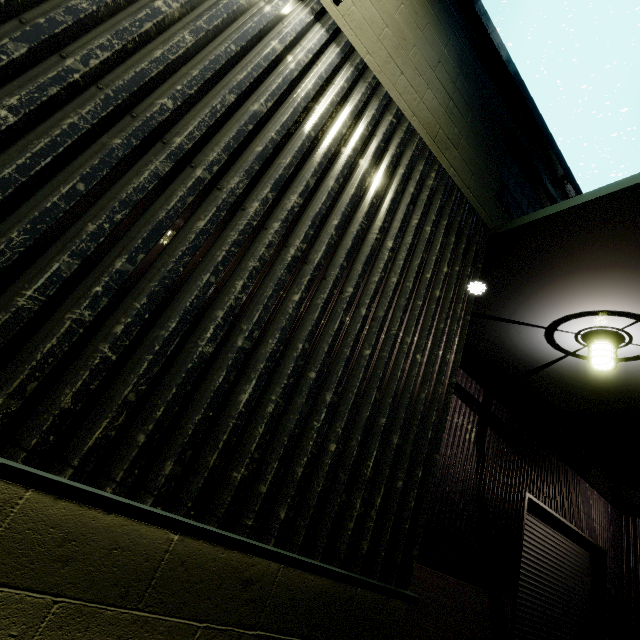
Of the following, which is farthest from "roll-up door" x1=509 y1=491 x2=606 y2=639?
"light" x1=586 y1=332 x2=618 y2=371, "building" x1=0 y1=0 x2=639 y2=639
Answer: "light" x1=586 y1=332 x2=618 y2=371

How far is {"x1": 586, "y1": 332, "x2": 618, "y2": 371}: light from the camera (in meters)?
3.94

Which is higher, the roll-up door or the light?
the light

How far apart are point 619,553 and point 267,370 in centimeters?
1415cm

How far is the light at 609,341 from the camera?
3.9 meters

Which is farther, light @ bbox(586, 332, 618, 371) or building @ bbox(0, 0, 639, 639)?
light @ bbox(586, 332, 618, 371)

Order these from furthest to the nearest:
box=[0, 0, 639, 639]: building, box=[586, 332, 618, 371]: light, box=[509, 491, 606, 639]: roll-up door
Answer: box=[509, 491, 606, 639]: roll-up door → box=[586, 332, 618, 371]: light → box=[0, 0, 639, 639]: building

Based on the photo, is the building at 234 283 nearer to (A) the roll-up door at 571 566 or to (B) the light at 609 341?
(A) the roll-up door at 571 566
